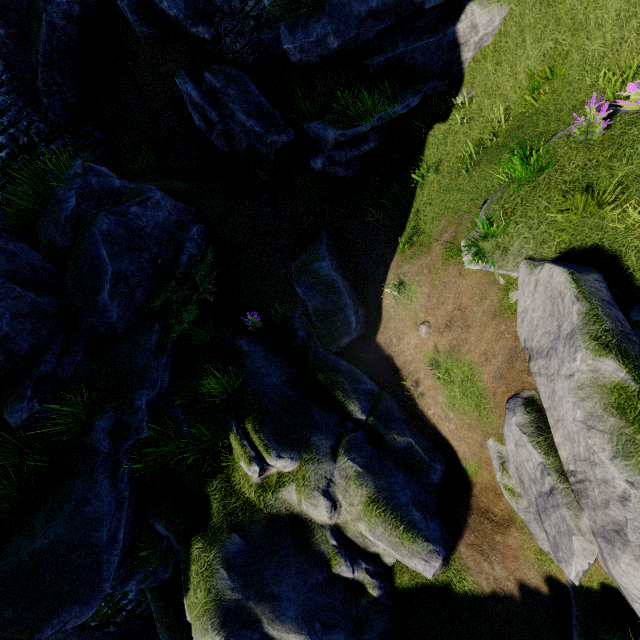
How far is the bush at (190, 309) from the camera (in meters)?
7.26

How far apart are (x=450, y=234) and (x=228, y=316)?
5.6 meters

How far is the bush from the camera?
7.26m
